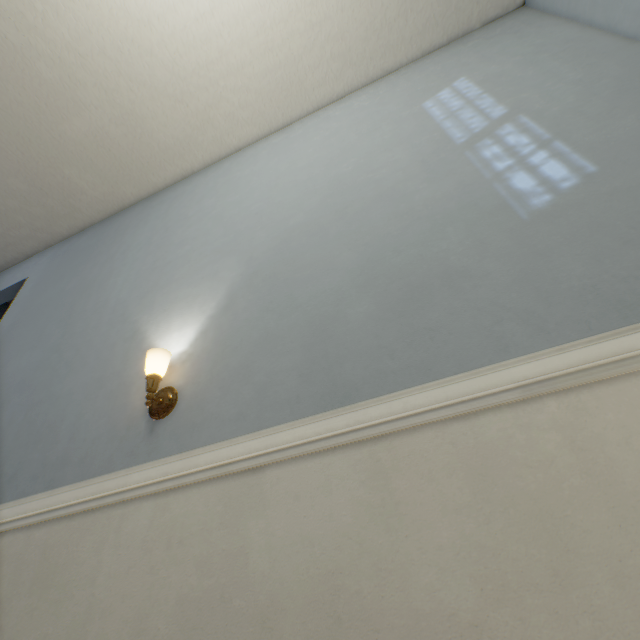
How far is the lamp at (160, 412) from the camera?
1.35m

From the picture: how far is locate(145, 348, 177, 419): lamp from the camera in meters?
1.4

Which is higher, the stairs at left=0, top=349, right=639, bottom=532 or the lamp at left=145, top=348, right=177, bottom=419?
the lamp at left=145, top=348, right=177, bottom=419

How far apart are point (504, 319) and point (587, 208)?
0.5m

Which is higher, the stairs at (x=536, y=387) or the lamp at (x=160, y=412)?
the lamp at (x=160, y=412)
